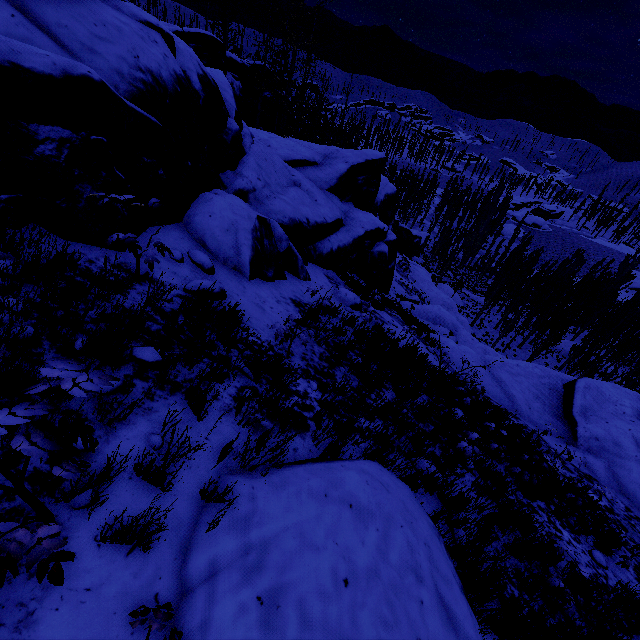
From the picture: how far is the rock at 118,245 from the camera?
4.04m

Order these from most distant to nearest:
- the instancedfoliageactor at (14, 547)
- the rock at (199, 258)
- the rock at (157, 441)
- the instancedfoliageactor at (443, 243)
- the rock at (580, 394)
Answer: the instancedfoliageactor at (443, 243) < the rock at (199, 258) < the rock at (580, 394) < the rock at (157, 441) < the instancedfoliageactor at (14, 547)

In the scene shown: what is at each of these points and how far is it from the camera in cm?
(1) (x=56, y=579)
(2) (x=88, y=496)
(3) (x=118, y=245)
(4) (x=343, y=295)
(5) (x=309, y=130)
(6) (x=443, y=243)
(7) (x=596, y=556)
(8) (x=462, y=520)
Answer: (1) instancedfoliageactor, 143
(2) rock, 205
(3) rock, 413
(4) rock, 982
(5) instancedfoliageactor, 4331
(6) instancedfoliageactor, 4956
(7) rock, 601
(8) rock, 411

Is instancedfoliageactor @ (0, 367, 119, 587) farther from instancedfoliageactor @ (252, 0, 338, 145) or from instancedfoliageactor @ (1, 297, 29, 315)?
instancedfoliageactor @ (252, 0, 338, 145)

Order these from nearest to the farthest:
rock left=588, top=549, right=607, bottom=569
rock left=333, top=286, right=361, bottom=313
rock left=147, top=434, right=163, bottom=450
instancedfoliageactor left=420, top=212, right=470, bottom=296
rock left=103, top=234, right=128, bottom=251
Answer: rock left=147, top=434, right=163, bottom=450
rock left=103, top=234, right=128, bottom=251
rock left=588, top=549, right=607, bottom=569
rock left=333, top=286, right=361, bottom=313
instancedfoliageactor left=420, top=212, right=470, bottom=296

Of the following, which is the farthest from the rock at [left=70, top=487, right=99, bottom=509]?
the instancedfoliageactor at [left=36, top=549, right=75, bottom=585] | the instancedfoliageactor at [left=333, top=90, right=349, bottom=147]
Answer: the instancedfoliageactor at [left=36, top=549, right=75, bottom=585]

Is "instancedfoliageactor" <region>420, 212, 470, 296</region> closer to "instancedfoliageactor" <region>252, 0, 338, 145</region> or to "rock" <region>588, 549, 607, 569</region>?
"rock" <region>588, 549, 607, 569</region>

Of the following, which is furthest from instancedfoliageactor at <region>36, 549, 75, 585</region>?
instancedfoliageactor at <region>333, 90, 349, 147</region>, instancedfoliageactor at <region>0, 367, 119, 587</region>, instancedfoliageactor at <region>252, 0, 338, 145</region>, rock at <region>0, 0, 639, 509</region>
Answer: instancedfoliageactor at <region>252, 0, 338, 145</region>
